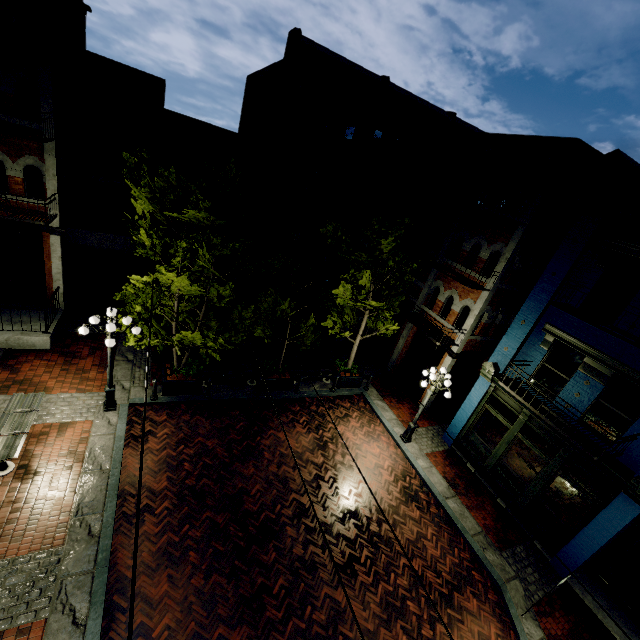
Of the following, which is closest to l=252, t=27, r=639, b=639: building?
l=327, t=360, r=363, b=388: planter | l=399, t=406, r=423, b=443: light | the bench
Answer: l=399, t=406, r=423, b=443: light

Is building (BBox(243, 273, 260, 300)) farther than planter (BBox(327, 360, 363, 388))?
Yes

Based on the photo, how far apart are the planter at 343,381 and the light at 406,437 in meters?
3.0 m

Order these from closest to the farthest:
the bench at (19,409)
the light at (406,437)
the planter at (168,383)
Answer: the bench at (19,409), the planter at (168,383), the light at (406,437)

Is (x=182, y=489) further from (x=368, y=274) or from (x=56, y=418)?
(x=368, y=274)

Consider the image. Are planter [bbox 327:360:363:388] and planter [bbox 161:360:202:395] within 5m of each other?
no

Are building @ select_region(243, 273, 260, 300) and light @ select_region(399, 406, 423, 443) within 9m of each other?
no

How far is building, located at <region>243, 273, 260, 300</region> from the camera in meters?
20.0
